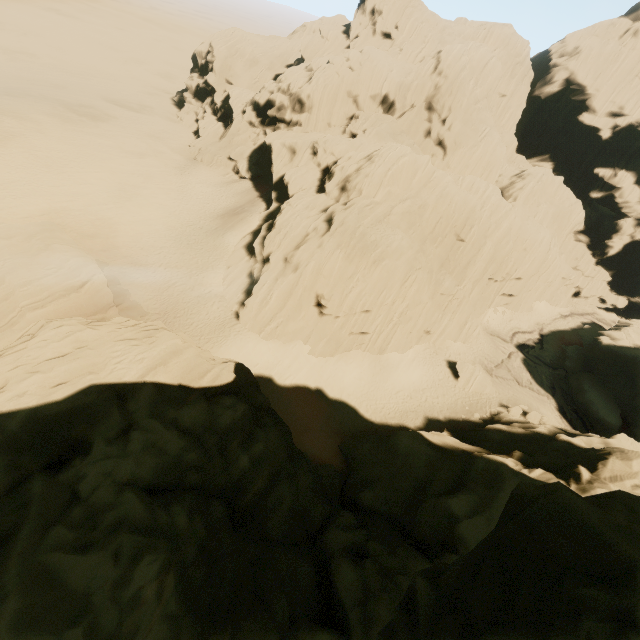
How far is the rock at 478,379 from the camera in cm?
3400

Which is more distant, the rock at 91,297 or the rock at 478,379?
the rock at 478,379

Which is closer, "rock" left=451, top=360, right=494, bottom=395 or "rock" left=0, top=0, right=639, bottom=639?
"rock" left=0, top=0, right=639, bottom=639

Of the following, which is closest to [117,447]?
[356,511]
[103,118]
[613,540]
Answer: [613,540]

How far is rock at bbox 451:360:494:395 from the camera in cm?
3400

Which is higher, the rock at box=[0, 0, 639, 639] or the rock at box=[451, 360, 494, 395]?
the rock at box=[0, 0, 639, 639]
